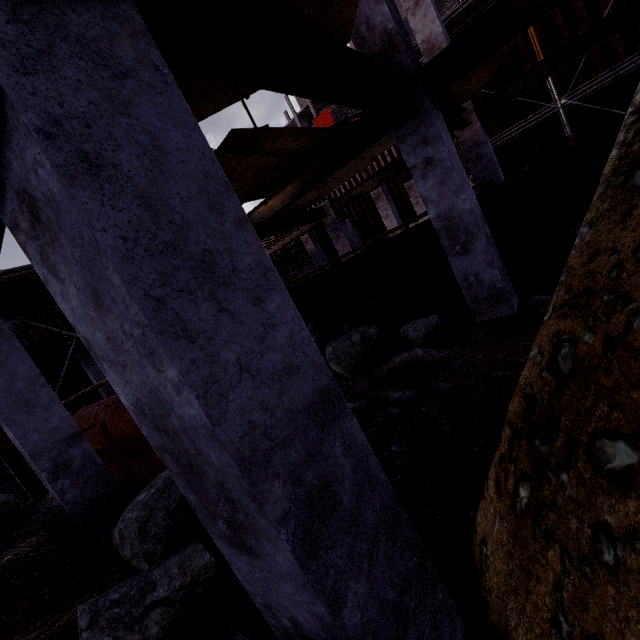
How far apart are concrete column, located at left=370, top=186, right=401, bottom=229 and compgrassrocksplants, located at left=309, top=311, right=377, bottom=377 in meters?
8.6 m

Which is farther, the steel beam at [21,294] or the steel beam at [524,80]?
the steel beam at [524,80]

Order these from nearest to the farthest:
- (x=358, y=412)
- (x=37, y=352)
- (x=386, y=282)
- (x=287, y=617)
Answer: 1. (x=287, y=617)
2. (x=358, y=412)
3. (x=386, y=282)
4. (x=37, y=352)

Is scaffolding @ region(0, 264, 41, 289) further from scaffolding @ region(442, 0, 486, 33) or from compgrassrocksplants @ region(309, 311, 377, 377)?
scaffolding @ region(442, 0, 486, 33)

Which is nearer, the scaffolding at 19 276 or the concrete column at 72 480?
the concrete column at 72 480

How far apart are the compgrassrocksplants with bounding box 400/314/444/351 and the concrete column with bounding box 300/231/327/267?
11.3m

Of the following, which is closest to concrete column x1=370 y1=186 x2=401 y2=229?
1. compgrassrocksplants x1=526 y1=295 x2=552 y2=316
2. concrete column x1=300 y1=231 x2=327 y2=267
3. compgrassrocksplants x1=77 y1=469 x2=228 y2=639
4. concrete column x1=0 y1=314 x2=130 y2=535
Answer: concrete column x1=300 y1=231 x2=327 y2=267

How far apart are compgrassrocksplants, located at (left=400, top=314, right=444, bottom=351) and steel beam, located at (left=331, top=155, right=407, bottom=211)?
5.1 meters
